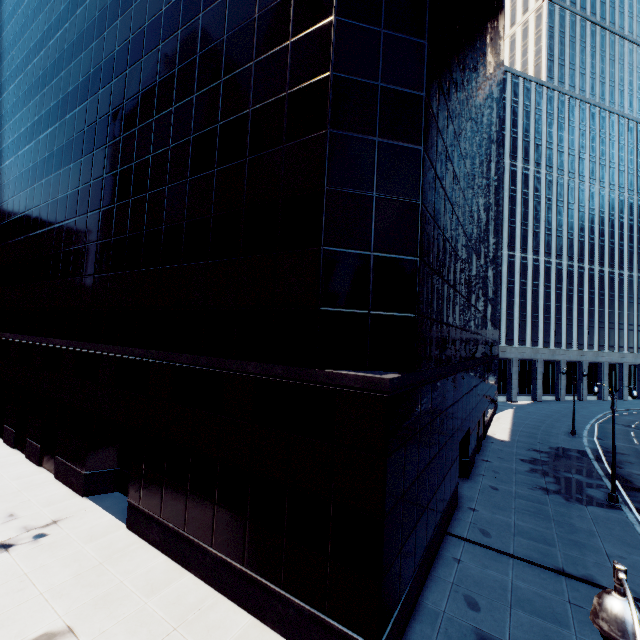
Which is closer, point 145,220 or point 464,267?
point 145,220

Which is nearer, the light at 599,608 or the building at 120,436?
the light at 599,608

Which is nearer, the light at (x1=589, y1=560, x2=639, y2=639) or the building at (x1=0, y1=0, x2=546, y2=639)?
the light at (x1=589, y1=560, x2=639, y2=639)
